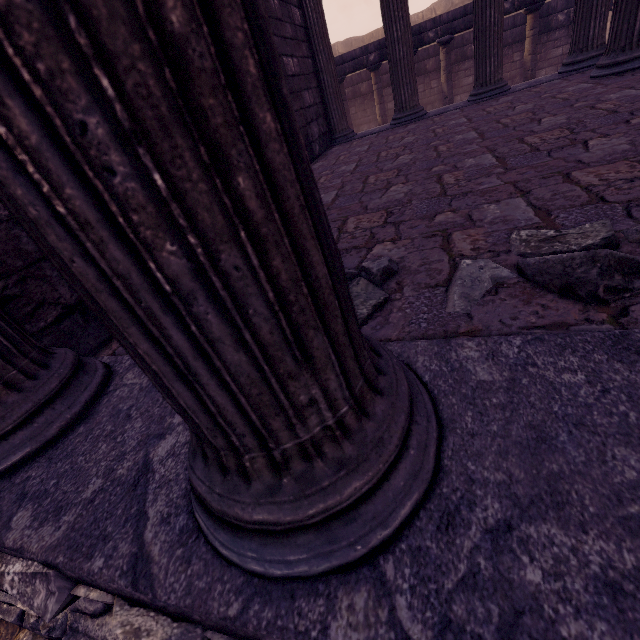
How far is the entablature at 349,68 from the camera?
9.85m

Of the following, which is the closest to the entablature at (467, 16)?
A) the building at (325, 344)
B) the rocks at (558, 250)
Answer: the building at (325, 344)

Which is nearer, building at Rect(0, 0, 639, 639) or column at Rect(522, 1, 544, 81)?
building at Rect(0, 0, 639, 639)

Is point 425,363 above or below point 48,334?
below

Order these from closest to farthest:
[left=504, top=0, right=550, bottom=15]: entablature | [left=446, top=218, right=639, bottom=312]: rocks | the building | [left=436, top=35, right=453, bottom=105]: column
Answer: the building < [left=446, top=218, right=639, bottom=312]: rocks < [left=504, top=0, right=550, bottom=15]: entablature < [left=436, top=35, right=453, bottom=105]: column

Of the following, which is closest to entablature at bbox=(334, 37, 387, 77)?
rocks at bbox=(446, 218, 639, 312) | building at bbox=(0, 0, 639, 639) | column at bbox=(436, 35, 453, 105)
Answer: column at bbox=(436, 35, 453, 105)

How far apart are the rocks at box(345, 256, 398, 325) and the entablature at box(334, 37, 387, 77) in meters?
11.4
